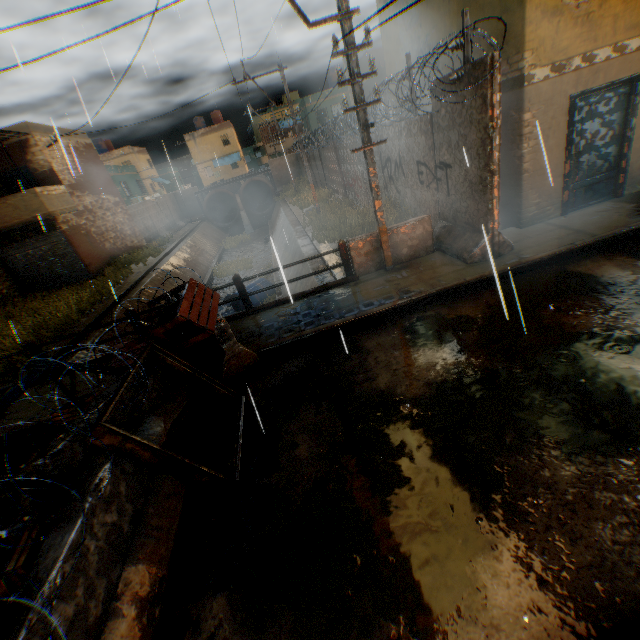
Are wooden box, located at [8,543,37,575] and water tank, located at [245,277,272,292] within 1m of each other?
no

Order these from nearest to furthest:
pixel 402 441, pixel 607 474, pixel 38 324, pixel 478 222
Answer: pixel 607 474 < pixel 402 441 < pixel 478 222 < pixel 38 324

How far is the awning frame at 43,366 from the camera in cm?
441

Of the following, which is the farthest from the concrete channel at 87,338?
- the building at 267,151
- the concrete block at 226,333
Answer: the building at 267,151

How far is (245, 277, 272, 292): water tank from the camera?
15.72m

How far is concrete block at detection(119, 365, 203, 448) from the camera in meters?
4.6 m

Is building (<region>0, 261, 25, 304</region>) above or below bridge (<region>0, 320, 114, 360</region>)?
above

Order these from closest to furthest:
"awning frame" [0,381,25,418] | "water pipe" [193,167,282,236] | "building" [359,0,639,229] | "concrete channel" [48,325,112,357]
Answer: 1. "awning frame" [0,381,25,418]
2. "building" [359,0,639,229]
3. "concrete channel" [48,325,112,357]
4. "water pipe" [193,167,282,236]
